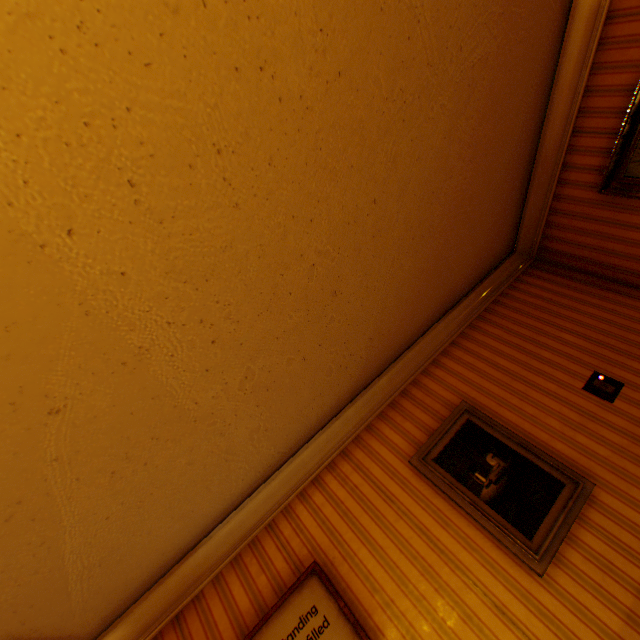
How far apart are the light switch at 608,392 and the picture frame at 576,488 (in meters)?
0.74

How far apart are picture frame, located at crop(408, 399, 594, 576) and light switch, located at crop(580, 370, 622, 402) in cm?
74

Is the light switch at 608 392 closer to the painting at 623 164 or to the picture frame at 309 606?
the painting at 623 164

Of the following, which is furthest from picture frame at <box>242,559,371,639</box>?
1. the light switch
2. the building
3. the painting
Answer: the painting

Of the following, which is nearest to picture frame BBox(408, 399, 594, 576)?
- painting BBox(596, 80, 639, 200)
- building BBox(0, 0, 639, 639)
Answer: building BBox(0, 0, 639, 639)

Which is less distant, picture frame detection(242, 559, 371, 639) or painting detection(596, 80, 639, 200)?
picture frame detection(242, 559, 371, 639)

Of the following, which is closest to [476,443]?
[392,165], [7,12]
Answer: [392,165]

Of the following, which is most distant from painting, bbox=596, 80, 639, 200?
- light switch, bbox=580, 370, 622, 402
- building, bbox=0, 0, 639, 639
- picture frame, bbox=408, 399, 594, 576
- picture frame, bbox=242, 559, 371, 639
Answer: picture frame, bbox=242, 559, 371, 639
